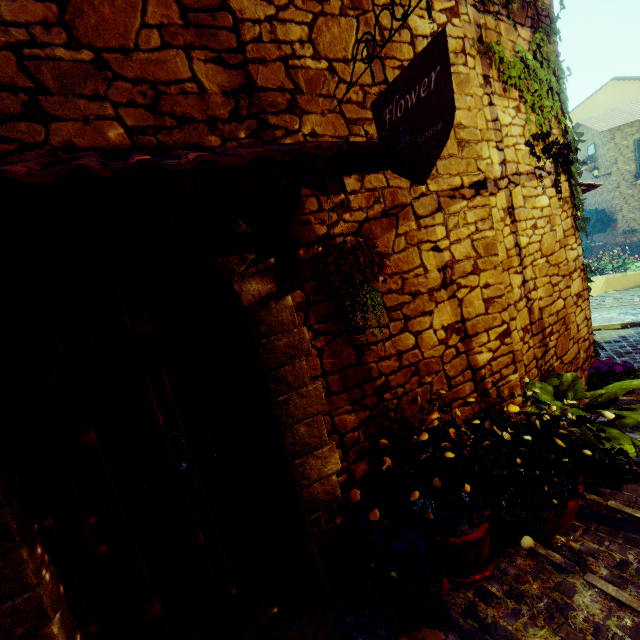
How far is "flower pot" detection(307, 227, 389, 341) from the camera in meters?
1.3 m

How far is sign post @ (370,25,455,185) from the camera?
1.3m

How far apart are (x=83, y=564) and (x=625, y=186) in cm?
2461

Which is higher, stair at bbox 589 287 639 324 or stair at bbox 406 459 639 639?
stair at bbox 406 459 639 639

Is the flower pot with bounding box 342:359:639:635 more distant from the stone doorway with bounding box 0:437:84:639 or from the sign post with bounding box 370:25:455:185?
the sign post with bounding box 370:25:455:185

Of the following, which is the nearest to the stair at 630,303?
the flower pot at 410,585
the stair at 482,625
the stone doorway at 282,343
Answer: the stair at 482,625

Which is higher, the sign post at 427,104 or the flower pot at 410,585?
the sign post at 427,104

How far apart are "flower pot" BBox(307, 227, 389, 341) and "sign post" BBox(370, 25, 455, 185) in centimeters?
43cm
